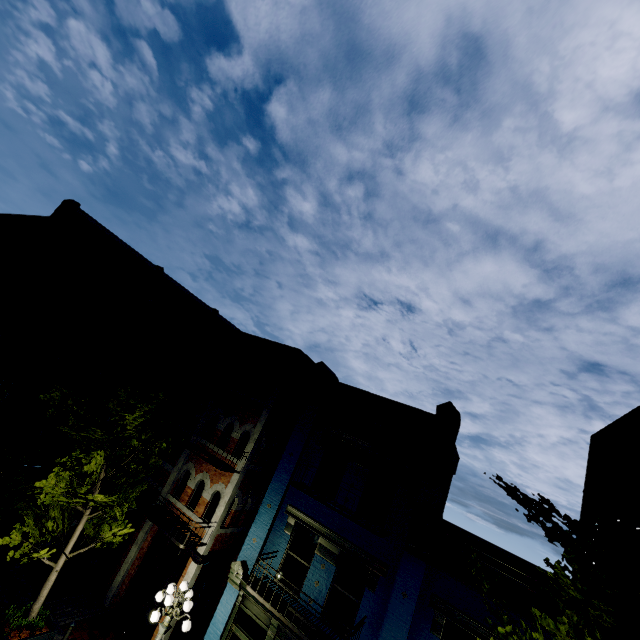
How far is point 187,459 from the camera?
14.2m

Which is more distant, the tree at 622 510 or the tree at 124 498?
the tree at 124 498

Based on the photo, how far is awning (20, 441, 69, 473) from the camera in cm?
1416

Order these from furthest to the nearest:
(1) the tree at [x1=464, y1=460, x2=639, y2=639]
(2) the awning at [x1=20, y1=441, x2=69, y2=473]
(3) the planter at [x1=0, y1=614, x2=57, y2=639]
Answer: (2) the awning at [x1=20, y1=441, x2=69, y2=473]
(3) the planter at [x1=0, y1=614, x2=57, y2=639]
(1) the tree at [x1=464, y1=460, x2=639, y2=639]

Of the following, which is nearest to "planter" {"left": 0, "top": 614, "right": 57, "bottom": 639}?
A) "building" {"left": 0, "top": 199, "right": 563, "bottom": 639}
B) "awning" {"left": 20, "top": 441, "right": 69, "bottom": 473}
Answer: "building" {"left": 0, "top": 199, "right": 563, "bottom": 639}

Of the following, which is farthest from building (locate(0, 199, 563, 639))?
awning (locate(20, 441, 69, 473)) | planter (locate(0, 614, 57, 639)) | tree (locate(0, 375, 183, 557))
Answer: planter (locate(0, 614, 57, 639))

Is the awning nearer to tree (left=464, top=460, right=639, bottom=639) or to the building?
the building

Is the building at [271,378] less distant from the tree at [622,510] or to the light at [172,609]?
the tree at [622,510]
